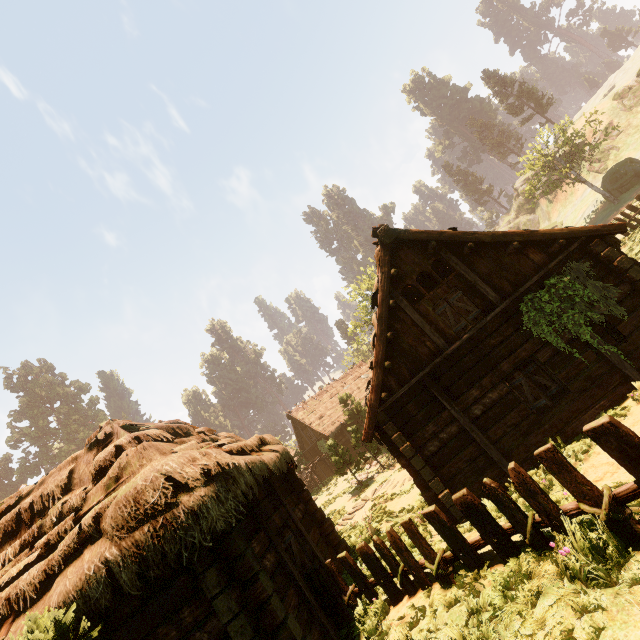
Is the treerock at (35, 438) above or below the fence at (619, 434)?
above

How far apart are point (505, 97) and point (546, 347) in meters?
60.6

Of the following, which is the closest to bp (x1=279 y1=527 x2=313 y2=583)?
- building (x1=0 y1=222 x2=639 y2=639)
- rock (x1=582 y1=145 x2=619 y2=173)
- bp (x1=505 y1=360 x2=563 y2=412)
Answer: building (x1=0 y1=222 x2=639 y2=639)

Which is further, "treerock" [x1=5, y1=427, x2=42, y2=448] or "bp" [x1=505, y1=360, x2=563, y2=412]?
"treerock" [x1=5, y1=427, x2=42, y2=448]

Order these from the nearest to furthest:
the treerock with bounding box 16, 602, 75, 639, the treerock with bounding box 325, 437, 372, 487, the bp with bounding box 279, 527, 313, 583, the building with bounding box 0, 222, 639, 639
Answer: the treerock with bounding box 16, 602, 75, 639 < the building with bounding box 0, 222, 639, 639 < the bp with bounding box 279, 527, 313, 583 < the treerock with bounding box 325, 437, 372, 487

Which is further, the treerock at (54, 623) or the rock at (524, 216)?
the rock at (524, 216)

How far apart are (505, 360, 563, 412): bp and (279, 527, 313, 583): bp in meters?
6.8

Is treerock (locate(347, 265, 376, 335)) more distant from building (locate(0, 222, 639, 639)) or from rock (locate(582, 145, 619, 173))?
rock (locate(582, 145, 619, 173))
